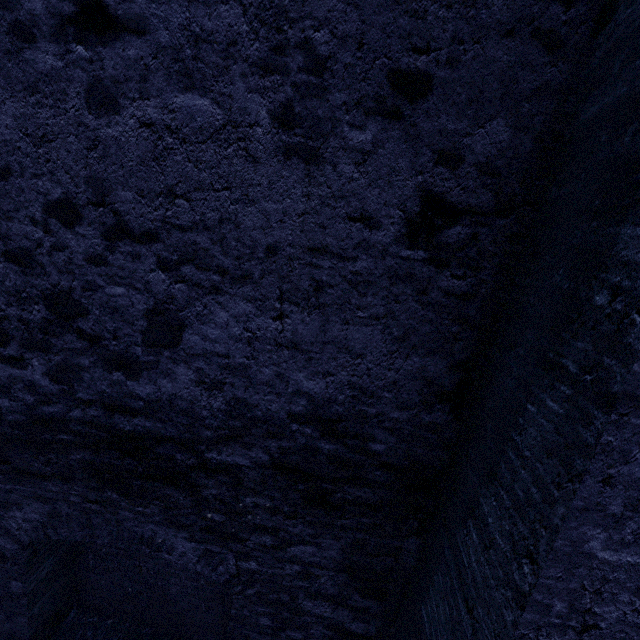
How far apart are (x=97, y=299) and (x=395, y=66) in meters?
1.8 m
